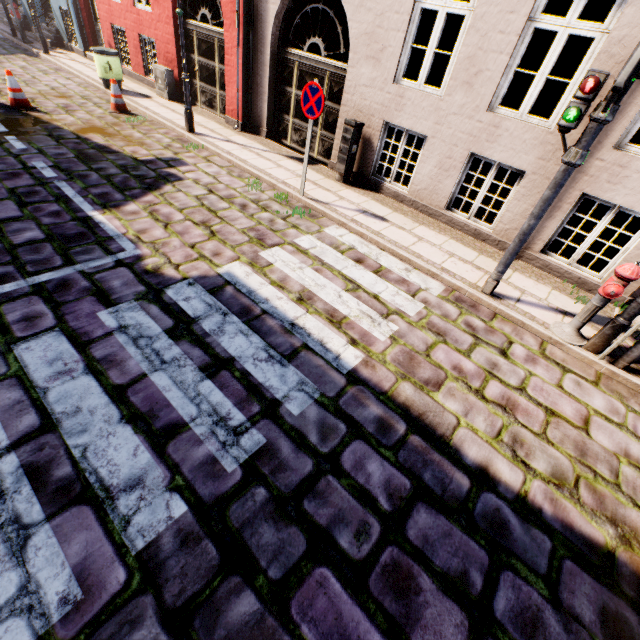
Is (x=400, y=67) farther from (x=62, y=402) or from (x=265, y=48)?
(x=62, y=402)

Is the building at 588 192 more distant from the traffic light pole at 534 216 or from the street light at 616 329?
the traffic light pole at 534 216

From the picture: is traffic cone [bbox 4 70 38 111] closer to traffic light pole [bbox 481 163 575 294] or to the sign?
the sign

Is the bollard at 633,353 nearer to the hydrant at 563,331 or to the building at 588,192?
the hydrant at 563,331

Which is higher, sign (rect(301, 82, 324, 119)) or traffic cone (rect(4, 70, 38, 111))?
sign (rect(301, 82, 324, 119))

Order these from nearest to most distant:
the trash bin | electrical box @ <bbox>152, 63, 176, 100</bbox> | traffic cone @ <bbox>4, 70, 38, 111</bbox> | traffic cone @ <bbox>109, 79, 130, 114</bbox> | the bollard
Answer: the bollard < traffic cone @ <bbox>4, 70, 38, 111</bbox> < traffic cone @ <bbox>109, 79, 130, 114</bbox> < the trash bin < electrical box @ <bbox>152, 63, 176, 100</bbox>

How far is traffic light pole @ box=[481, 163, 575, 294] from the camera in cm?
393

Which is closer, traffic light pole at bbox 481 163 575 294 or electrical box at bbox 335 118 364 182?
traffic light pole at bbox 481 163 575 294
